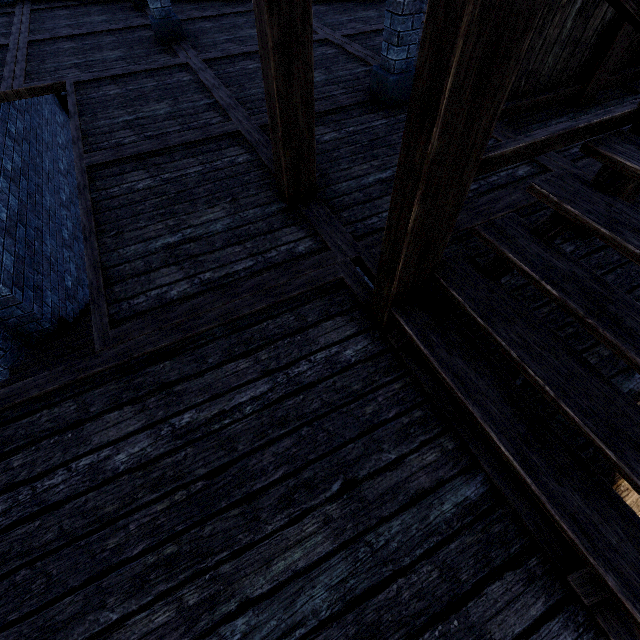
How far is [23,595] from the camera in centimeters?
162cm

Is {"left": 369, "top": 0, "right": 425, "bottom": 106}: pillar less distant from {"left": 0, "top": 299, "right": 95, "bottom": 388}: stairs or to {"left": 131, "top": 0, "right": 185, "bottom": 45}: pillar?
{"left": 131, "top": 0, "right": 185, "bottom": 45}: pillar

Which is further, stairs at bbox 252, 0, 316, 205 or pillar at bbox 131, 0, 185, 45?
pillar at bbox 131, 0, 185, 45

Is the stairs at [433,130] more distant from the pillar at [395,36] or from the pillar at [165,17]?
the pillar at [165,17]

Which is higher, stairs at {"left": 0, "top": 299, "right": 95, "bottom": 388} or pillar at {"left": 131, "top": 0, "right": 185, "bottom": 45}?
pillar at {"left": 131, "top": 0, "right": 185, "bottom": 45}

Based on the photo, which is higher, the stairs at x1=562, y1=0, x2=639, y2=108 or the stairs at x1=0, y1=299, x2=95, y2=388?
the stairs at x1=562, y1=0, x2=639, y2=108

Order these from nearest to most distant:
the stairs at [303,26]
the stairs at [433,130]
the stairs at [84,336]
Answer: the stairs at [433,130]
the stairs at [303,26]
the stairs at [84,336]

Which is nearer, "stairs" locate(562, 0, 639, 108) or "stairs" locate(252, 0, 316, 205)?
"stairs" locate(562, 0, 639, 108)
